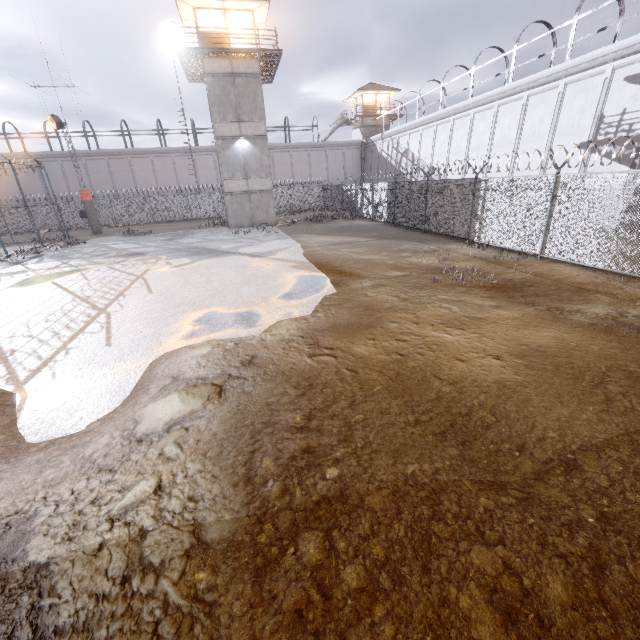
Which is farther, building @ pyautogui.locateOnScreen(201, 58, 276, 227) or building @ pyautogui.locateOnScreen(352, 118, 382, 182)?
building @ pyautogui.locateOnScreen(352, 118, 382, 182)

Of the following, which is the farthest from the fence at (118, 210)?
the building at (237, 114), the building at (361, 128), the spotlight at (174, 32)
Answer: the spotlight at (174, 32)

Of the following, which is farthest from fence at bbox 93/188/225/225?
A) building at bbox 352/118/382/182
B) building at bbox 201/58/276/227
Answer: building at bbox 352/118/382/182

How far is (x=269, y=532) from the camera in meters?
2.7

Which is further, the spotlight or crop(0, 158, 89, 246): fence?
crop(0, 158, 89, 246): fence

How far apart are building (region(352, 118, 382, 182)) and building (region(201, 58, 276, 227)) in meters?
23.6 m

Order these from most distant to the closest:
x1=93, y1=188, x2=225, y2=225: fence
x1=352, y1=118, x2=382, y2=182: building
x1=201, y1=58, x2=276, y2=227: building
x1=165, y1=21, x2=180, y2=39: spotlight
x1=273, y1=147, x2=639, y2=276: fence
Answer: x1=352, y1=118, x2=382, y2=182: building, x1=93, y1=188, x2=225, y2=225: fence, x1=201, y1=58, x2=276, y2=227: building, x1=165, y1=21, x2=180, y2=39: spotlight, x1=273, y1=147, x2=639, y2=276: fence

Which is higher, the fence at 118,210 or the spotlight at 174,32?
the spotlight at 174,32
